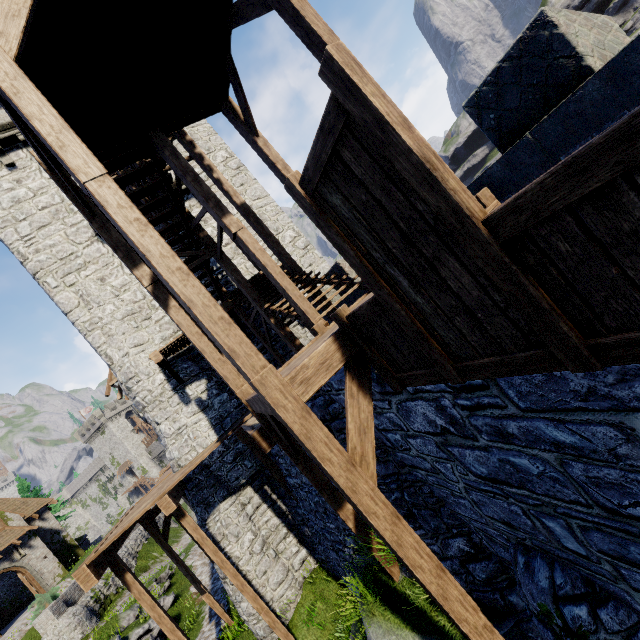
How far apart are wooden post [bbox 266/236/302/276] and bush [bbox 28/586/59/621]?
25.6m

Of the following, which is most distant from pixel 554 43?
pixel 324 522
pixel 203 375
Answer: pixel 203 375

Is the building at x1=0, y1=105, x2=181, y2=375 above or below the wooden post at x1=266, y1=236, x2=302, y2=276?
above

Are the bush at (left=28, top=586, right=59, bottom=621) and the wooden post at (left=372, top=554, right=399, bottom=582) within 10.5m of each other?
no

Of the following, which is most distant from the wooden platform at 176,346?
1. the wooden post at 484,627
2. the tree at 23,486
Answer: the tree at 23,486

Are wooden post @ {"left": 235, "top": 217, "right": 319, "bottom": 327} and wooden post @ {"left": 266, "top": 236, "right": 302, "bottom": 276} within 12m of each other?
yes

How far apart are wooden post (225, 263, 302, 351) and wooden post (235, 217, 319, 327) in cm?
194

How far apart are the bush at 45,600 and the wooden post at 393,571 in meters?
24.8
